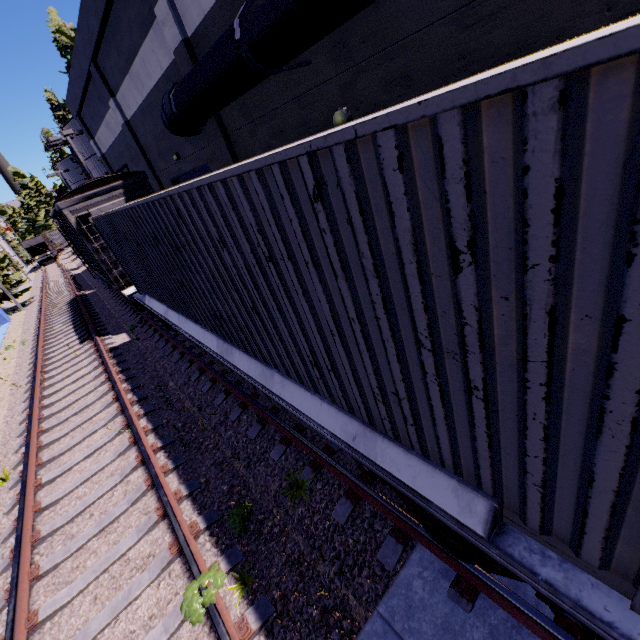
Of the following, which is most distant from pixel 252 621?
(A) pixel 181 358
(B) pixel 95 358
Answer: (B) pixel 95 358

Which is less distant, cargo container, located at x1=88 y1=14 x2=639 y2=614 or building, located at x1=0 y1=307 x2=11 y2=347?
cargo container, located at x1=88 y1=14 x2=639 y2=614

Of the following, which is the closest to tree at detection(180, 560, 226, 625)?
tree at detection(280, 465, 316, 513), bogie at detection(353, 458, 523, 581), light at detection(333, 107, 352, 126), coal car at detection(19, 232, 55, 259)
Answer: tree at detection(280, 465, 316, 513)

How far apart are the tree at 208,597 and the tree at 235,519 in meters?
0.6 m

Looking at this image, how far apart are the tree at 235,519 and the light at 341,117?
7.33m

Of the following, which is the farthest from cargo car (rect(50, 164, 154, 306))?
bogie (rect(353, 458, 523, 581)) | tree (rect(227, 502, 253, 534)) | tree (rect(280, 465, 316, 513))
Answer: bogie (rect(353, 458, 523, 581))

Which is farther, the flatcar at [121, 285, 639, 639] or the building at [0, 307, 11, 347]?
the building at [0, 307, 11, 347]

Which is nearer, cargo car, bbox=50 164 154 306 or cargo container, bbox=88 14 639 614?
cargo container, bbox=88 14 639 614
